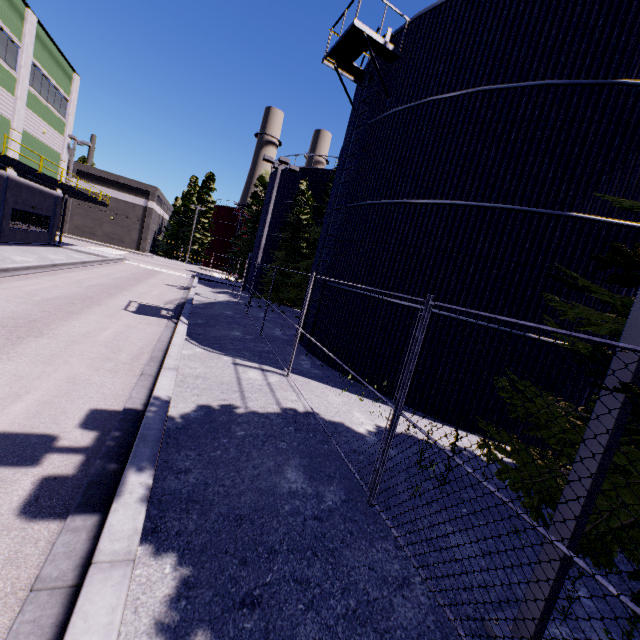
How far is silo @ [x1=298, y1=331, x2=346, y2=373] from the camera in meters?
11.5 m

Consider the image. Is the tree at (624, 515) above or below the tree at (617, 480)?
below

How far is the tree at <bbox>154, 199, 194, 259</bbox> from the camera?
57.5 meters

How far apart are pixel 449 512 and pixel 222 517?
3.4m

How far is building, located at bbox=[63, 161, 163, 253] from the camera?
49.2m

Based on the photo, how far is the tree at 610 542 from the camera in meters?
3.3

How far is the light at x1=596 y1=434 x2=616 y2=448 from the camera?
2.8m

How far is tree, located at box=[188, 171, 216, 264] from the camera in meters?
57.6
